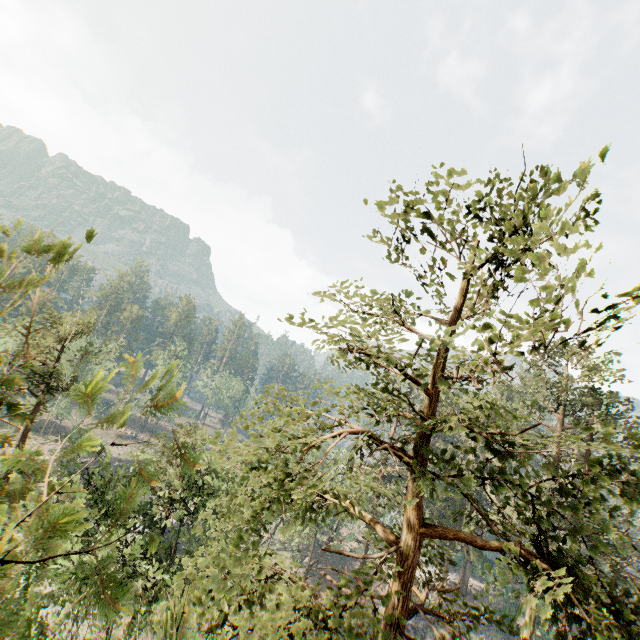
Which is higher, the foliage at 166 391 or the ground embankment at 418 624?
the foliage at 166 391

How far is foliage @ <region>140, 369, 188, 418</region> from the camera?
1.6m

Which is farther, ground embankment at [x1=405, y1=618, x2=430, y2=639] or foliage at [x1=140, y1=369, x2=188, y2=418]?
ground embankment at [x1=405, y1=618, x2=430, y2=639]

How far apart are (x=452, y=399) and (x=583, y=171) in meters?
7.0

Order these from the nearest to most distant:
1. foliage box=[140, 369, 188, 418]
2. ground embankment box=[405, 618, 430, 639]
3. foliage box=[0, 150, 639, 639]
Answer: foliage box=[140, 369, 188, 418], foliage box=[0, 150, 639, 639], ground embankment box=[405, 618, 430, 639]

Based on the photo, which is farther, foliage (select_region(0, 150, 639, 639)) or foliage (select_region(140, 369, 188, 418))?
foliage (select_region(0, 150, 639, 639))
